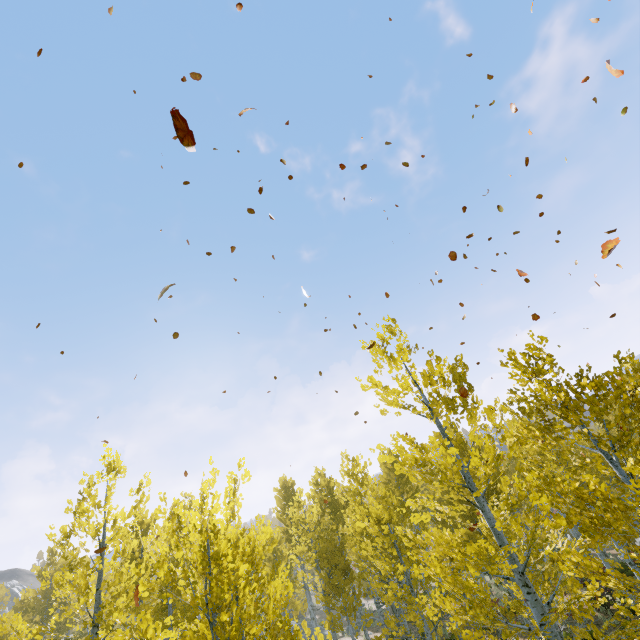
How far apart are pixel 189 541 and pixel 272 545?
13.3 meters
